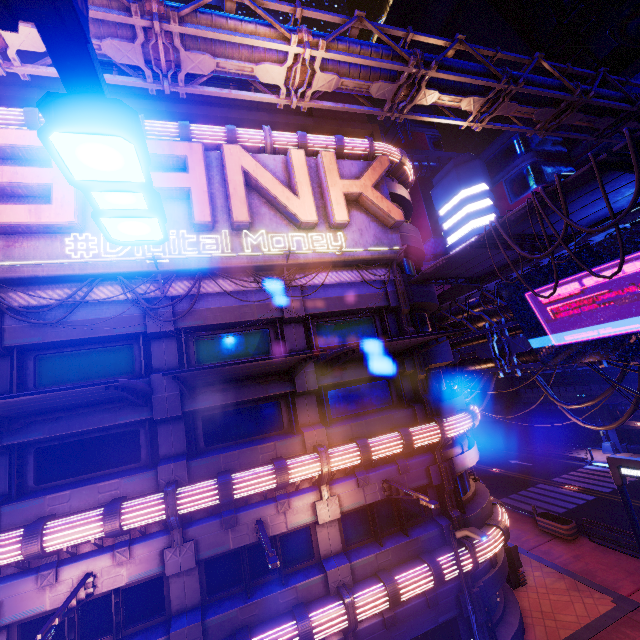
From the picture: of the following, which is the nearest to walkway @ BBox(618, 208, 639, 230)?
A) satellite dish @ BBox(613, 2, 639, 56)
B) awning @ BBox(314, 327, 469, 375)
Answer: awning @ BBox(314, 327, 469, 375)

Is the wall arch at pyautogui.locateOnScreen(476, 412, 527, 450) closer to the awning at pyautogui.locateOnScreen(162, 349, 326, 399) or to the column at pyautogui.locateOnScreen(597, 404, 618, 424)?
the column at pyautogui.locateOnScreen(597, 404, 618, 424)

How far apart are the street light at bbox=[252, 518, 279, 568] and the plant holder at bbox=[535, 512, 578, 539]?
19.45m

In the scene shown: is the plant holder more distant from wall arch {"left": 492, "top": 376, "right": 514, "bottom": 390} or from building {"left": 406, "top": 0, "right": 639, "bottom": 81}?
building {"left": 406, "top": 0, "right": 639, "bottom": 81}

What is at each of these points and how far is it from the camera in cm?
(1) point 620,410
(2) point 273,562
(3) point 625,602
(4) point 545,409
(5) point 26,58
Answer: (1) walkway, 3162
(2) street light, 807
(3) pillar, 1420
(4) walkway, 3884
(5) pillar, 1438

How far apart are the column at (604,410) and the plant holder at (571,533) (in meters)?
17.64

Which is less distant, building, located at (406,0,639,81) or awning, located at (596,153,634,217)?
awning, located at (596,153,634,217)

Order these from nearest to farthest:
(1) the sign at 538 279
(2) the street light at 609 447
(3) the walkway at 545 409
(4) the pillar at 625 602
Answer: (1) the sign at 538 279 < (4) the pillar at 625 602 < (2) the street light at 609 447 < (3) the walkway at 545 409
